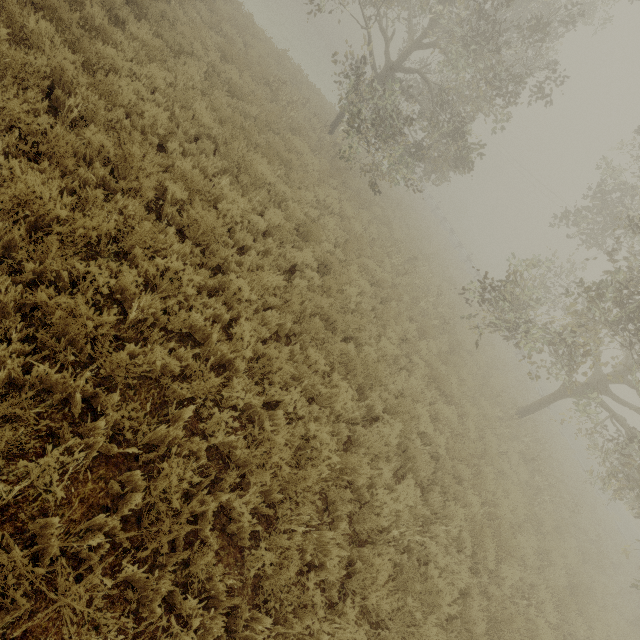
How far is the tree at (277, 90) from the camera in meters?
12.0 m

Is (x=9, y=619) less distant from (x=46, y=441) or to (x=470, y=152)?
(x=46, y=441)

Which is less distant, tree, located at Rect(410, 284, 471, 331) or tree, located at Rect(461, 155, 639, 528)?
tree, located at Rect(461, 155, 639, 528)

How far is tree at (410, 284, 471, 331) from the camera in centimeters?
1163cm

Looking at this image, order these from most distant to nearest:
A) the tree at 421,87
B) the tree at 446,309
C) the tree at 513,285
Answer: the tree at 446,309 → the tree at 421,87 → the tree at 513,285

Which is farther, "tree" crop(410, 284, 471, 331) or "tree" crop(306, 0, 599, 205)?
"tree" crop(410, 284, 471, 331)

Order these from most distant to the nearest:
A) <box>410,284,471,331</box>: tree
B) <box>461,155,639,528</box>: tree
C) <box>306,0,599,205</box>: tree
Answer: <box>410,284,471,331</box>: tree → <box>306,0,599,205</box>: tree → <box>461,155,639,528</box>: tree

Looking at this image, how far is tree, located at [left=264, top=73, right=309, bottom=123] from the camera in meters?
12.0
